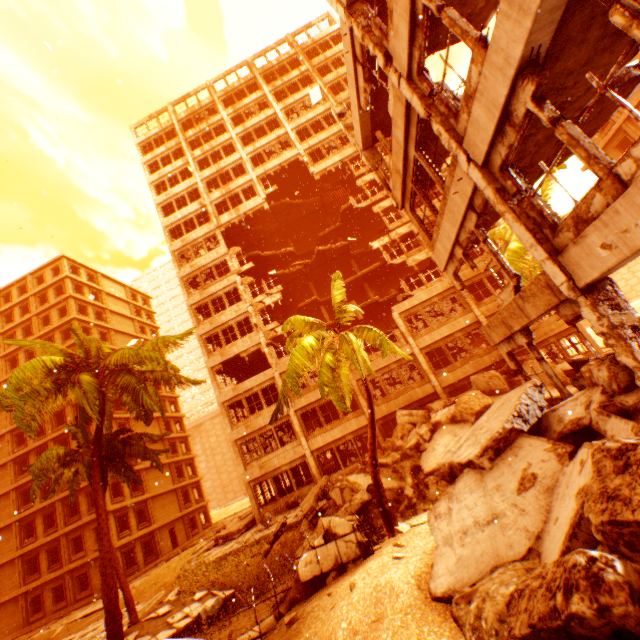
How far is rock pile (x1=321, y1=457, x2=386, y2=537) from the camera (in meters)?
11.39

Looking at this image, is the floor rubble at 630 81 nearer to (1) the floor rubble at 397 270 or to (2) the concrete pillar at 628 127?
(1) the floor rubble at 397 270

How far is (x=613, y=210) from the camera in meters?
4.3 m

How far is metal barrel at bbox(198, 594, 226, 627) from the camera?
10.4m

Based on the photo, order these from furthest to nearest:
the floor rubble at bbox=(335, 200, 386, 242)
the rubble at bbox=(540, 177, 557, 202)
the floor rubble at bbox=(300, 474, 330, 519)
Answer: the floor rubble at bbox=(335, 200, 386, 242)
the rubble at bbox=(540, 177, 557, 202)
the floor rubble at bbox=(300, 474, 330, 519)

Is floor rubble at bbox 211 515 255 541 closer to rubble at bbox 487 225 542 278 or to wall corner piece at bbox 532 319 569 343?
rubble at bbox 487 225 542 278

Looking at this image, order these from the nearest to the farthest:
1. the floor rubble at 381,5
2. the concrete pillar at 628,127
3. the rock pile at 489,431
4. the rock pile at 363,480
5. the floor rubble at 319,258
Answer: the rock pile at 489,431 < the floor rubble at 381,5 < the rock pile at 363,480 < the concrete pillar at 628,127 < the floor rubble at 319,258
